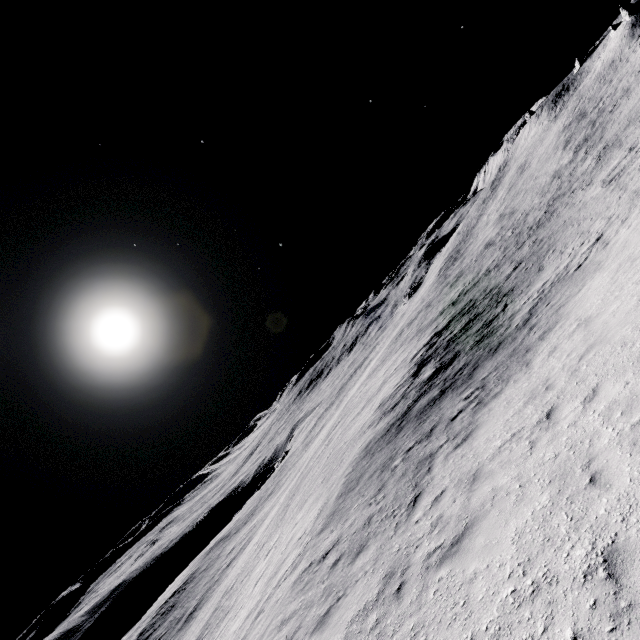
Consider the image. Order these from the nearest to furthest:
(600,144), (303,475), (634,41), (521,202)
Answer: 1. (303,475)
2. (600,144)
3. (521,202)
4. (634,41)
